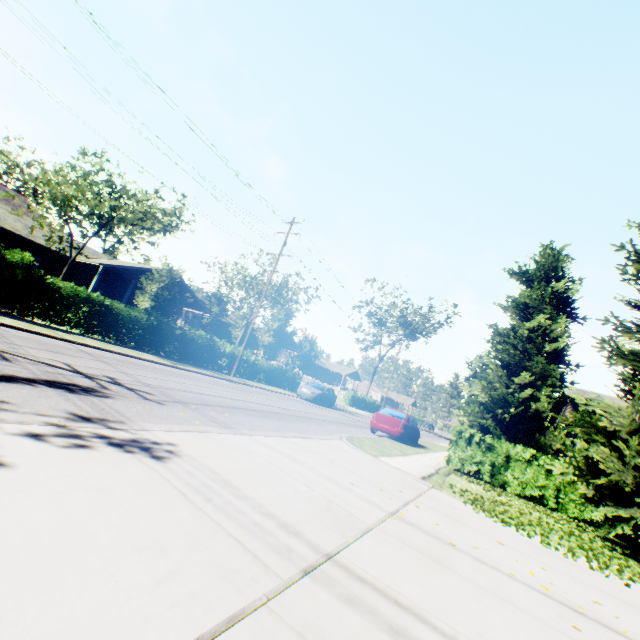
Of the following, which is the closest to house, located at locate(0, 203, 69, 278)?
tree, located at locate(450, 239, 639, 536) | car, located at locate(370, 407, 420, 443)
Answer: car, located at locate(370, 407, 420, 443)

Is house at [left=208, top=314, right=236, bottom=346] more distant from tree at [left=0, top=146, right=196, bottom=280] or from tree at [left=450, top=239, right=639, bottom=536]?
Result: tree at [left=450, top=239, right=639, bottom=536]

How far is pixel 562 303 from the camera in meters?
15.8

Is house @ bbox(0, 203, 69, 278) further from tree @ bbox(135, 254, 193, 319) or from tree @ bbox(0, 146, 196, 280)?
tree @ bbox(135, 254, 193, 319)

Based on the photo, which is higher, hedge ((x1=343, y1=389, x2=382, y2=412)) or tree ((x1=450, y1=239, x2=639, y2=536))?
tree ((x1=450, y1=239, x2=639, y2=536))

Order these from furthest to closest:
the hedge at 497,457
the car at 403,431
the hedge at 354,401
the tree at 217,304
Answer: the hedge at 354,401 → the tree at 217,304 → the car at 403,431 → the hedge at 497,457

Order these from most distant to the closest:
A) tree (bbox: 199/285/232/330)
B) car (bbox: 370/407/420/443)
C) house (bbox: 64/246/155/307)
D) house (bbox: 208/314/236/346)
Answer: house (bbox: 208/314/236/346)
tree (bbox: 199/285/232/330)
house (bbox: 64/246/155/307)
car (bbox: 370/407/420/443)

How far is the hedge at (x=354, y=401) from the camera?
43.3 meters
